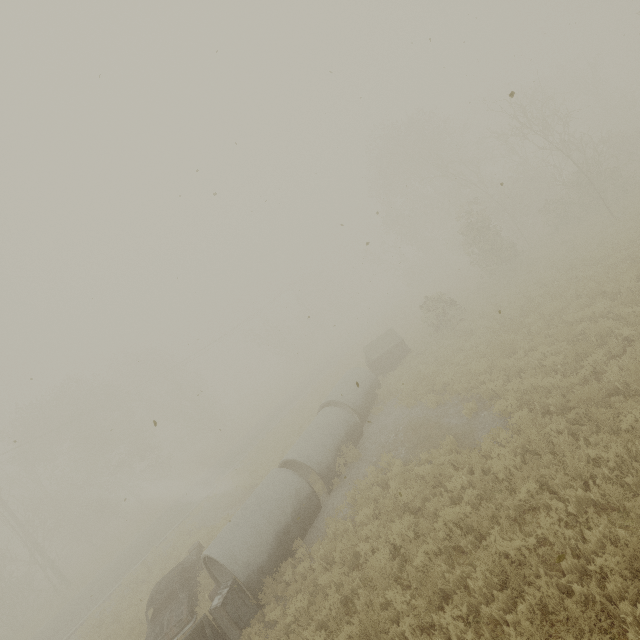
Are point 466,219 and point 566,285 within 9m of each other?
yes

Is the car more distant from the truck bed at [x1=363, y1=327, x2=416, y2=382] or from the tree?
the tree

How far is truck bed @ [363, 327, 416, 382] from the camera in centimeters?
1947cm

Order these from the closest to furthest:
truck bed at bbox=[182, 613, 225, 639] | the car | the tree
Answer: truck bed at bbox=[182, 613, 225, 639] → the car → the tree

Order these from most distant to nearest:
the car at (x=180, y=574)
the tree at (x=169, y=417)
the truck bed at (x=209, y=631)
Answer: the tree at (x=169, y=417), the car at (x=180, y=574), the truck bed at (x=209, y=631)

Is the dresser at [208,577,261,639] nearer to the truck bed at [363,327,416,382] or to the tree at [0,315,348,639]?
the truck bed at [363,327,416,382]

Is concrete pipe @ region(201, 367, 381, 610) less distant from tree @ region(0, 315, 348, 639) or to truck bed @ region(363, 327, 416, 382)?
truck bed @ region(363, 327, 416, 382)

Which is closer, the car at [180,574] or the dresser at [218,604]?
the dresser at [218,604]
